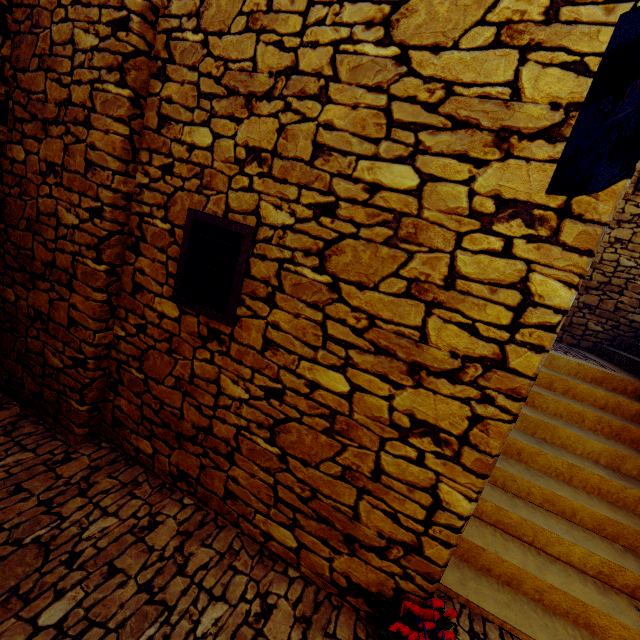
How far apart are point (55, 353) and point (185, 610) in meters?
2.3

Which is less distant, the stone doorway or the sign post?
the sign post

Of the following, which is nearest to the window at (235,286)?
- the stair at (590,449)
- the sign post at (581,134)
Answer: the sign post at (581,134)

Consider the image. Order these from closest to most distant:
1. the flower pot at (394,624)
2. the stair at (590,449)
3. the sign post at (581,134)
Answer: the sign post at (581,134) → the flower pot at (394,624) → the stair at (590,449)

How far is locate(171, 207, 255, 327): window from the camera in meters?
2.2 m

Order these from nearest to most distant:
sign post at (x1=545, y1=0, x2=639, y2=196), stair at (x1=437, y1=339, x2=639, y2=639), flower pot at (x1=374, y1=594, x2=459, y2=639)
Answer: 1. sign post at (x1=545, y1=0, x2=639, y2=196)
2. flower pot at (x1=374, y1=594, x2=459, y2=639)
3. stair at (x1=437, y1=339, x2=639, y2=639)

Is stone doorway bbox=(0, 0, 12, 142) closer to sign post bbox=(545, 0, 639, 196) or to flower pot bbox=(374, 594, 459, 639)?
sign post bbox=(545, 0, 639, 196)

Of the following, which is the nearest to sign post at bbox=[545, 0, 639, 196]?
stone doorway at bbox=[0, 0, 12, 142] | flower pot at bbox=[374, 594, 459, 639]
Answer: flower pot at bbox=[374, 594, 459, 639]
